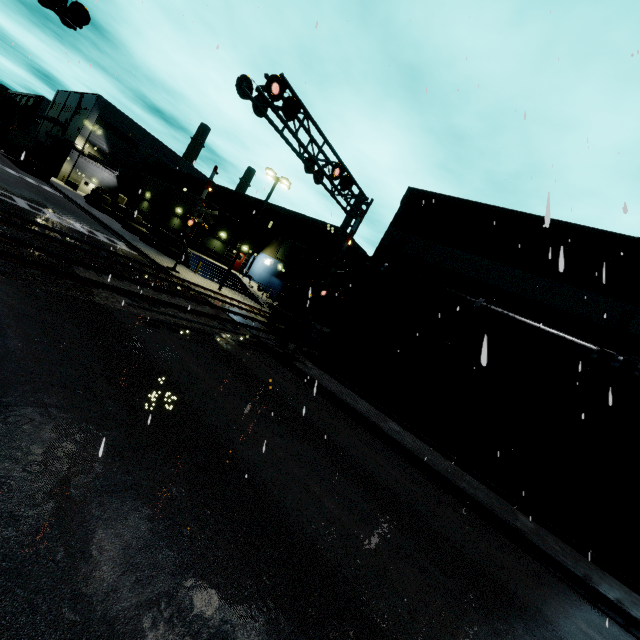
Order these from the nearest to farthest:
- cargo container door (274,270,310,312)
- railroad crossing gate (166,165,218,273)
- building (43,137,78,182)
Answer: cargo container door (274,270,310,312)
railroad crossing gate (166,165,218,273)
building (43,137,78,182)

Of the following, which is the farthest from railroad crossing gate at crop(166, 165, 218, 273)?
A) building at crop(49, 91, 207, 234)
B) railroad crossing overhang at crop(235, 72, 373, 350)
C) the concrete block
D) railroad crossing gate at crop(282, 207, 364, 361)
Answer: railroad crossing gate at crop(282, 207, 364, 361)

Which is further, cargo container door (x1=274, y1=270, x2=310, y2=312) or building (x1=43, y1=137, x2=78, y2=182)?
building (x1=43, y1=137, x2=78, y2=182)

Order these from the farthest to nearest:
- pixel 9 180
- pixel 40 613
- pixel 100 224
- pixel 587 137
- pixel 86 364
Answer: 1. pixel 100 224
2. pixel 9 180
3. pixel 587 137
4. pixel 86 364
5. pixel 40 613

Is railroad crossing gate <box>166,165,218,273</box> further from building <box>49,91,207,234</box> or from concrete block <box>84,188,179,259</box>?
building <box>49,91,207,234</box>

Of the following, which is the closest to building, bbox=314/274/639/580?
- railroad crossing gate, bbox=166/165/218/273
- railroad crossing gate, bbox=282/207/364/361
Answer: railroad crossing gate, bbox=166/165/218/273

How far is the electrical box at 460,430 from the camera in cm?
1355

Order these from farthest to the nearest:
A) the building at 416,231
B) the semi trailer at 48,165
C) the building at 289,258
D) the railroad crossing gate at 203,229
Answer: the semi trailer at 48,165
the building at 289,258
the railroad crossing gate at 203,229
the building at 416,231
